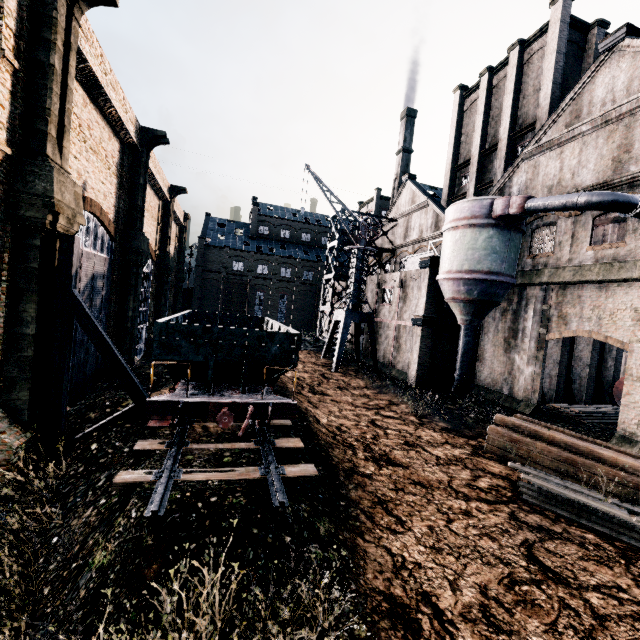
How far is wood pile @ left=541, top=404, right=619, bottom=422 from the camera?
20.1 meters

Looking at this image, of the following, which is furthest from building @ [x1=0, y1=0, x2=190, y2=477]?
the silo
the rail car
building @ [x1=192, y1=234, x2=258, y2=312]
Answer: building @ [x1=192, y1=234, x2=258, y2=312]

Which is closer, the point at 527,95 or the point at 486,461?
the point at 486,461

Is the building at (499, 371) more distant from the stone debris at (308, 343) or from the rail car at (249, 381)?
the rail car at (249, 381)

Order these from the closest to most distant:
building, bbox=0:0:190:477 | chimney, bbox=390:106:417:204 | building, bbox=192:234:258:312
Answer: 1. building, bbox=0:0:190:477
2. chimney, bbox=390:106:417:204
3. building, bbox=192:234:258:312

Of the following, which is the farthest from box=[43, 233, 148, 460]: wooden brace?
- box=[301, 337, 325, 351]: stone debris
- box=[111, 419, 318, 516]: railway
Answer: box=[301, 337, 325, 351]: stone debris

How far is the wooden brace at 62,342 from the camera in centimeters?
1177cm

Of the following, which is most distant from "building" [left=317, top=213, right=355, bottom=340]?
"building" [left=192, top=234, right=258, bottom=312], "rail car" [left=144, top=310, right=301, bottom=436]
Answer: "building" [left=192, top=234, right=258, bottom=312]
